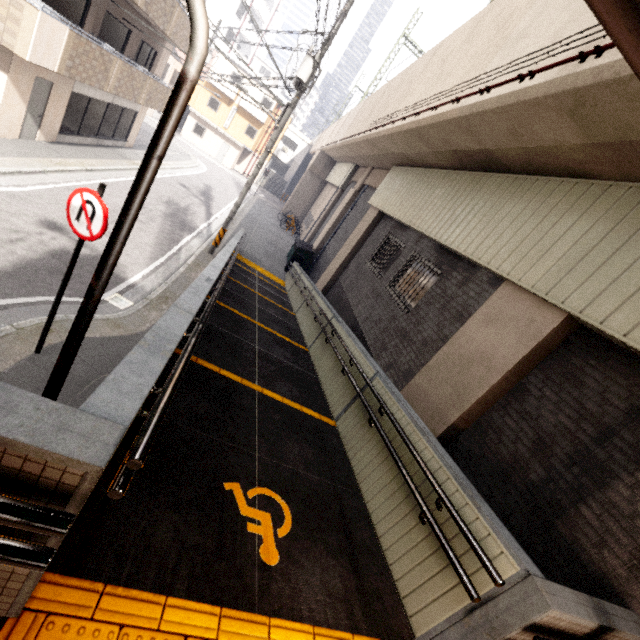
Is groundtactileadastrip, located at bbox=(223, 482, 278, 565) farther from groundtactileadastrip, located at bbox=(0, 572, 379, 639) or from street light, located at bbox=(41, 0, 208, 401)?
street light, located at bbox=(41, 0, 208, 401)

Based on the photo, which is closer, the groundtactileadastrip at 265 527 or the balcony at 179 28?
the groundtactileadastrip at 265 527

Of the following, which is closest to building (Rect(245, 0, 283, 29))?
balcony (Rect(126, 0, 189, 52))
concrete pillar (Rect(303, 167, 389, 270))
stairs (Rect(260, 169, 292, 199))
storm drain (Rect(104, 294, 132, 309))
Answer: stairs (Rect(260, 169, 292, 199))

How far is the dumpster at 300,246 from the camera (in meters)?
17.91

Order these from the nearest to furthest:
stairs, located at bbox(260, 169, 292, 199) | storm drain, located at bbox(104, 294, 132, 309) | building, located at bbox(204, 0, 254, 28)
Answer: storm drain, located at bbox(104, 294, 132, 309), building, located at bbox(204, 0, 254, 28), stairs, located at bbox(260, 169, 292, 199)

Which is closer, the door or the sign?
the sign

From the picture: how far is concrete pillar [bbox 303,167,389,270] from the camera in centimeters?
1622cm

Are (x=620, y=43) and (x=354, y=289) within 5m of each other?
no
